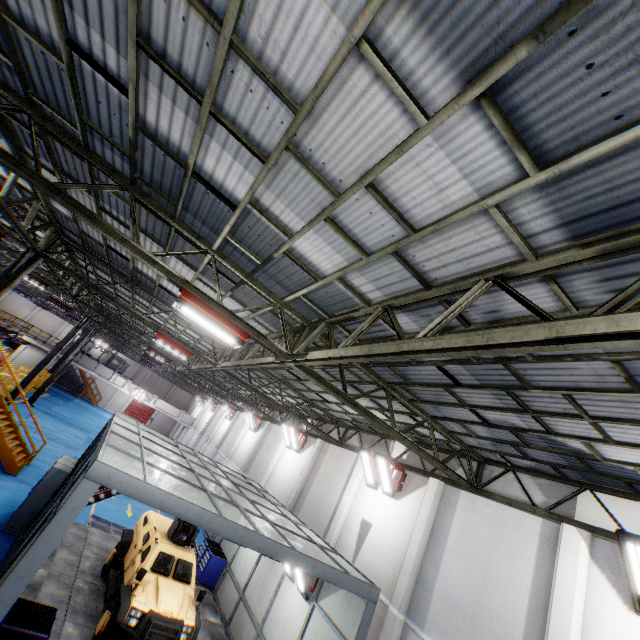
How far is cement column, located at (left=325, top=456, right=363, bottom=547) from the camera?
13.06m

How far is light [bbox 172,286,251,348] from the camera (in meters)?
6.32

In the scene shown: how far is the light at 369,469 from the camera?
12.15m

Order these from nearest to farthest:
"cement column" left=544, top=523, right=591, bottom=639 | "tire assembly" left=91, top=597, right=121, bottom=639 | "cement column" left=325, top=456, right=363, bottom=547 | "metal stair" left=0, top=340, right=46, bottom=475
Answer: "cement column" left=544, top=523, right=591, bottom=639 < "tire assembly" left=91, top=597, right=121, bottom=639 < "cement column" left=325, top=456, right=363, bottom=547 < "metal stair" left=0, top=340, right=46, bottom=475

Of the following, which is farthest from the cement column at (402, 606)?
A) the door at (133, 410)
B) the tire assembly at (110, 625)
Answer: the door at (133, 410)

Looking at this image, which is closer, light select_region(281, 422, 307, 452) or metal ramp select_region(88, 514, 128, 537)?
metal ramp select_region(88, 514, 128, 537)

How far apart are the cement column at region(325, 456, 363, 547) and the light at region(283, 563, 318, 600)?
2.35m

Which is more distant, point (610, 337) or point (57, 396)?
point (57, 396)
